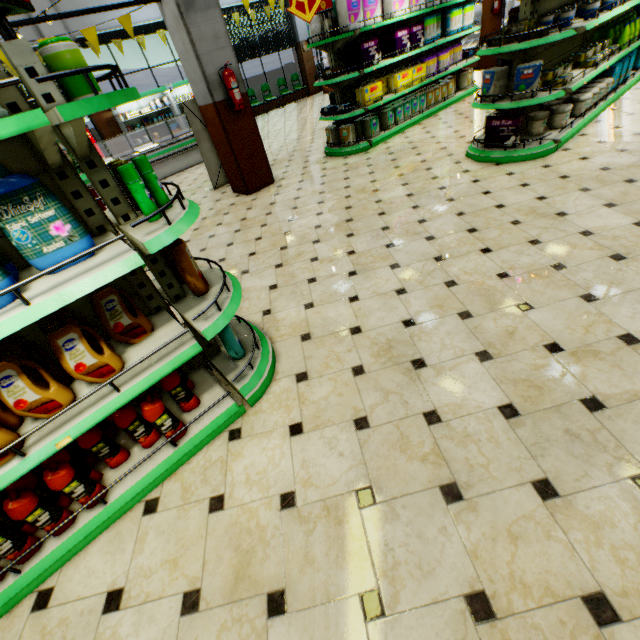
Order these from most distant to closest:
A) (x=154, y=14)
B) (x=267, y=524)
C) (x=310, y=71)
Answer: (x=310, y=71) < (x=154, y=14) < (x=267, y=524)

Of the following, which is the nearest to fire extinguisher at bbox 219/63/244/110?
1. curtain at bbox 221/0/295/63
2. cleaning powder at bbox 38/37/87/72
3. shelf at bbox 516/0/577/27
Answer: shelf at bbox 516/0/577/27

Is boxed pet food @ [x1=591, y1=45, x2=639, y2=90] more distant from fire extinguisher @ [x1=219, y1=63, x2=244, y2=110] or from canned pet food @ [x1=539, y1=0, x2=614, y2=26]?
fire extinguisher @ [x1=219, y1=63, x2=244, y2=110]

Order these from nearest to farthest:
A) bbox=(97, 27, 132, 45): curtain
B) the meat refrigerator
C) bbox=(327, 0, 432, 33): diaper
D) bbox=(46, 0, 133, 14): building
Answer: bbox=(327, 0, 432, 33): diaper
the meat refrigerator
bbox=(46, 0, 133, 14): building
bbox=(97, 27, 132, 45): curtain

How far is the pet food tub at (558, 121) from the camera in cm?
460

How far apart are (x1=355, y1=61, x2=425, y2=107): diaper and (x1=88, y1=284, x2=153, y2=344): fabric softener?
6.4 meters

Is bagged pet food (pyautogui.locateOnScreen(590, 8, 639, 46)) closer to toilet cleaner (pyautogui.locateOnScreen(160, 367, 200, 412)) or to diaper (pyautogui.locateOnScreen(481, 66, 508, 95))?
diaper (pyautogui.locateOnScreen(481, 66, 508, 95))

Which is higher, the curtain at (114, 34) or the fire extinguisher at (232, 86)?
the curtain at (114, 34)
